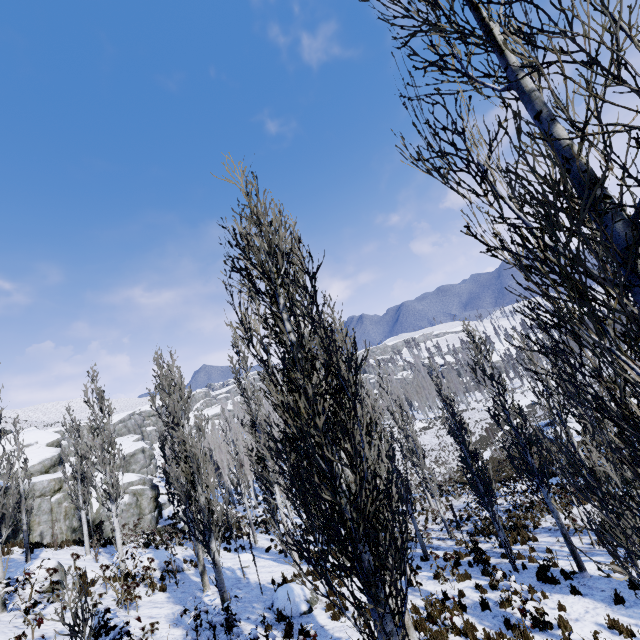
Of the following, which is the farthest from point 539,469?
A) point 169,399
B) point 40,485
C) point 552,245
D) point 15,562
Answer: point 40,485

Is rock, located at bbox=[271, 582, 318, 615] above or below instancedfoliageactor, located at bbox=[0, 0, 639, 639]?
below

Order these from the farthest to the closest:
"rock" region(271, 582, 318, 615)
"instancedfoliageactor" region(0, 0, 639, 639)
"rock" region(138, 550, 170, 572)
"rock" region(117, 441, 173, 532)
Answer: "rock" region(117, 441, 173, 532) < "rock" region(138, 550, 170, 572) < "rock" region(271, 582, 318, 615) < "instancedfoliageactor" region(0, 0, 639, 639)

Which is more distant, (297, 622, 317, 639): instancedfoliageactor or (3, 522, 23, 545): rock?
→ (3, 522, 23, 545): rock

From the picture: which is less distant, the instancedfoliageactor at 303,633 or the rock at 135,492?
the instancedfoliageactor at 303,633

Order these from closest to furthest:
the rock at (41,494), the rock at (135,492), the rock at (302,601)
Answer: the rock at (302,601), the rock at (41,494), the rock at (135,492)

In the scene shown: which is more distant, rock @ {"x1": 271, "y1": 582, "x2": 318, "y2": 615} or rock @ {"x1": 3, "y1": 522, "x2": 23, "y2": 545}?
rock @ {"x1": 3, "y1": 522, "x2": 23, "y2": 545}
